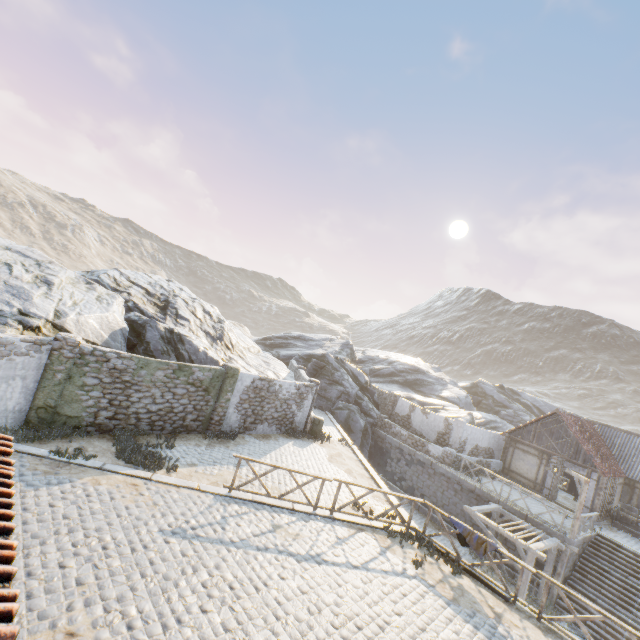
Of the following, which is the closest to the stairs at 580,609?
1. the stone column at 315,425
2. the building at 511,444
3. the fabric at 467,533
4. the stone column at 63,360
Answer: the building at 511,444

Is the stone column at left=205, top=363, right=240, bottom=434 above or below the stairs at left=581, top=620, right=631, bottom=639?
above

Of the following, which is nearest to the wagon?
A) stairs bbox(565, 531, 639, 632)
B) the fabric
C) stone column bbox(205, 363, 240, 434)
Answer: stairs bbox(565, 531, 639, 632)

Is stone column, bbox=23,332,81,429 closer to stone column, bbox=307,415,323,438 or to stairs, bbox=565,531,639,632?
stone column, bbox=307,415,323,438

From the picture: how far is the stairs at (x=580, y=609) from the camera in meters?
14.8

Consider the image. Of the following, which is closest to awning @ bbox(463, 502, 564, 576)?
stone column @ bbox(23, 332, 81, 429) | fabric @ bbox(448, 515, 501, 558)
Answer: fabric @ bbox(448, 515, 501, 558)

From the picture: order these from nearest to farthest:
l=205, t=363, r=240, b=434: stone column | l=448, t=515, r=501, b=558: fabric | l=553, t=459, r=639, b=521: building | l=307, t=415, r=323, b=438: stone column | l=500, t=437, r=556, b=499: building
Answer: l=448, t=515, r=501, b=558: fabric, l=205, t=363, r=240, b=434: stone column, l=307, t=415, r=323, b=438: stone column, l=553, t=459, r=639, b=521: building, l=500, t=437, r=556, b=499: building

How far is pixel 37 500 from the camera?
7.5 meters
